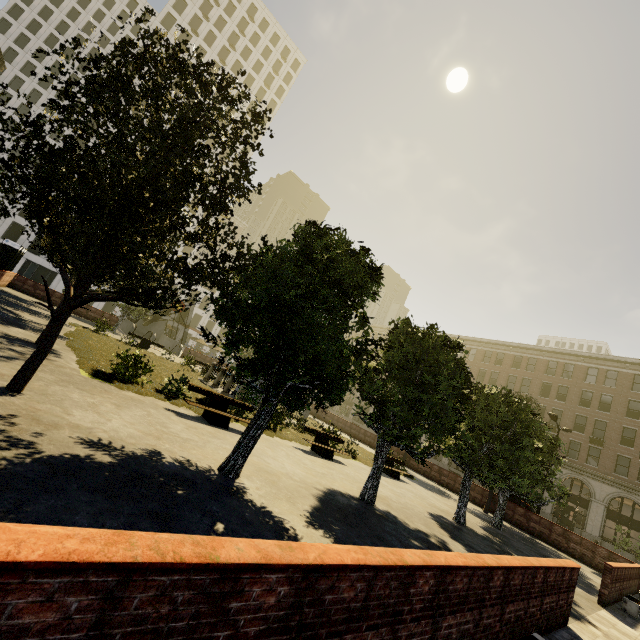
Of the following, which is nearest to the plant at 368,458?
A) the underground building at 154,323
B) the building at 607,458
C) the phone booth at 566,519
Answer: the underground building at 154,323

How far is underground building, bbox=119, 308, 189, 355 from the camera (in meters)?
33.84

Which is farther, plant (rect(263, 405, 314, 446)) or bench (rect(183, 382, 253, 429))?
plant (rect(263, 405, 314, 446))

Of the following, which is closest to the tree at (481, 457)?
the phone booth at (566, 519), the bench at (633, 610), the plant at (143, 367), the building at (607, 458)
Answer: the plant at (143, 367)

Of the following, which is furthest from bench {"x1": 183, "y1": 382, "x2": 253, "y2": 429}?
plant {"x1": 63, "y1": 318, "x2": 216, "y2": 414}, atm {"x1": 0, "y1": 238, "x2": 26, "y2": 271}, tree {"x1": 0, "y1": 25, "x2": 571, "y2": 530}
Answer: atm {"x1": 0, "y1": 238, "x2": 26, "y2": 271}

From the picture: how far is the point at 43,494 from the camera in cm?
366

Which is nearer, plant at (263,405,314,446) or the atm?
plant at (263,405,314,446)

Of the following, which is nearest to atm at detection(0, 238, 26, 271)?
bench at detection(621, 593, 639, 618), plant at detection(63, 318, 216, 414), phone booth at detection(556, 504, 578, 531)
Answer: plant at detection(63, 318, 216, 414)
